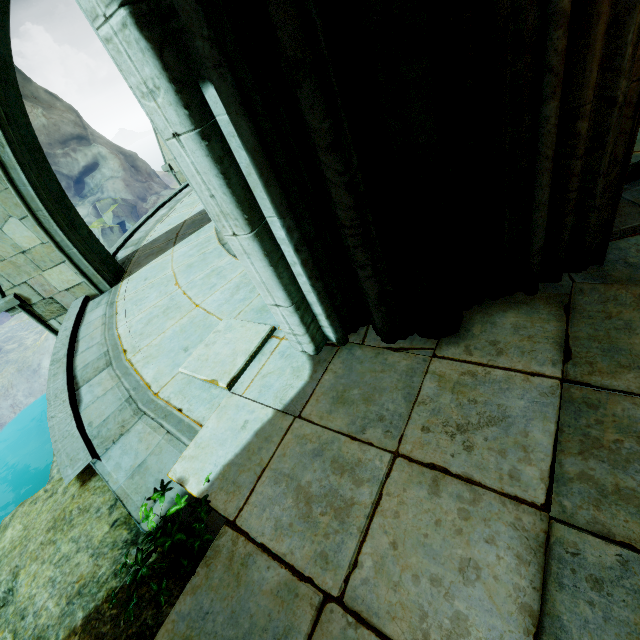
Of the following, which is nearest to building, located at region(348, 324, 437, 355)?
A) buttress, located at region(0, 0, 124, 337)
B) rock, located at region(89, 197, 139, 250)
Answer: buttress, located at region(0, 0, 124, 337)

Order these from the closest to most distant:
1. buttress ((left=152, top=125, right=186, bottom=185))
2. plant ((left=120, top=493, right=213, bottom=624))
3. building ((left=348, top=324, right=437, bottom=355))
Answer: plant ((left=120, top=493, right=213, bottom=624)) < building ((left=348, top=324, right=437, bottom=355)) < buttress ((left=152, top=125, right=186, bottom=185))

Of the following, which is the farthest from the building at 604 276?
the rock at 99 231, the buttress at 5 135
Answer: the rock at 99 231

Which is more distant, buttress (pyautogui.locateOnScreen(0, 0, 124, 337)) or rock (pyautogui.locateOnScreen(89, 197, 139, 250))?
rock (pyautogui.locateOnScreen(89, 197, 139, 250))

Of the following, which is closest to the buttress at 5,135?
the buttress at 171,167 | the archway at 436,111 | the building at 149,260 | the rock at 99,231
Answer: the building at 149,260

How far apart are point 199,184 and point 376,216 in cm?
110

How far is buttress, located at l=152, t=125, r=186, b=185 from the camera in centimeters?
1033cm

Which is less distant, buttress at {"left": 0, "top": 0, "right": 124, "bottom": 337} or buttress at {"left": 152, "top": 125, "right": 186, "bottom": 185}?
buttress at {"left": 0, "top": 0, "right": 124, "bottom": 337}
